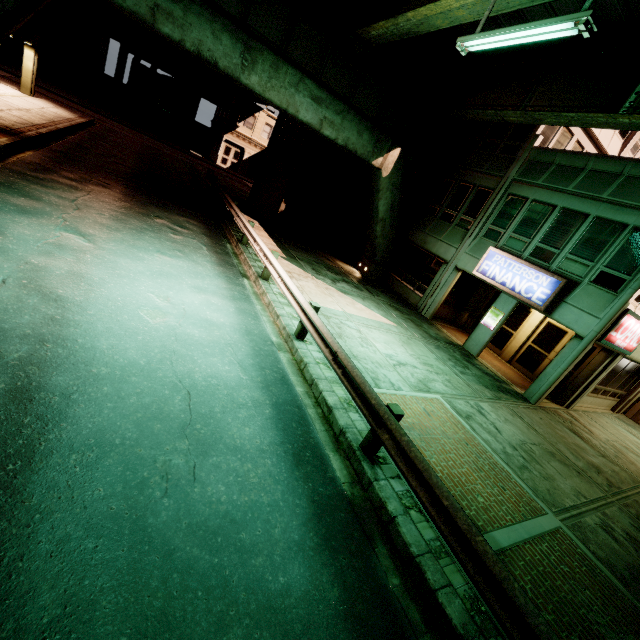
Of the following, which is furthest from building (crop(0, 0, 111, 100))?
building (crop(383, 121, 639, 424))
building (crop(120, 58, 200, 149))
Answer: building (crop(383, 121, 639, 424))

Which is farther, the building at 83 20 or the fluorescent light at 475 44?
the building at 83 20

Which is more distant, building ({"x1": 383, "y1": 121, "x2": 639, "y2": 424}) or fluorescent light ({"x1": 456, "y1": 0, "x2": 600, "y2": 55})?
building ({"x1": 383, "y1": 121, "x2": 639, "y2": 424})

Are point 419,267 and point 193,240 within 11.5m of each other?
no

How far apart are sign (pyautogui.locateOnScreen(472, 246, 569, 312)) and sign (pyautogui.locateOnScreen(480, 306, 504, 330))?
1.0m

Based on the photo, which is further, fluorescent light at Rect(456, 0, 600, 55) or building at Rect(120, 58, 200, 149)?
building at Rect(120, 58, 200, 149)

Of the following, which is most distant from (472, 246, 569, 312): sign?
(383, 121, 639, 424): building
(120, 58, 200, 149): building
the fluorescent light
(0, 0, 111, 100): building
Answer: (0, 0, 111, 100): building

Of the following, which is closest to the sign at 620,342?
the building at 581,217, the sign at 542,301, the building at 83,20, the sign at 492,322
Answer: the building at 581,217
